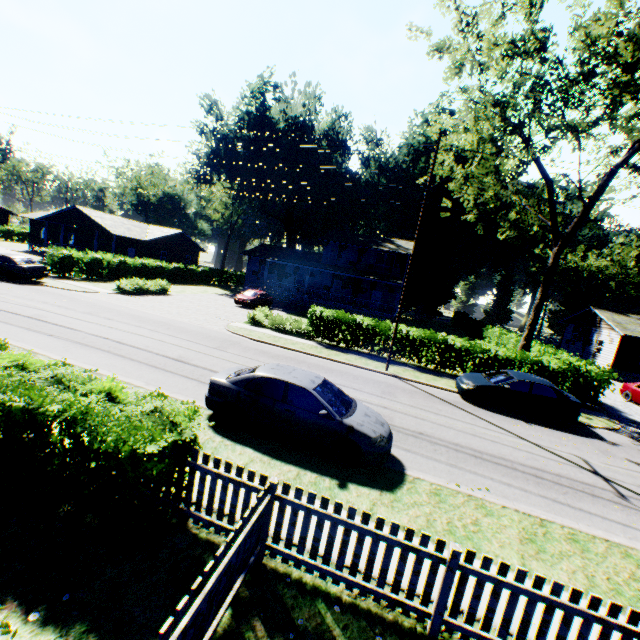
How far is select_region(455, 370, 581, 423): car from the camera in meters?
13.8 m

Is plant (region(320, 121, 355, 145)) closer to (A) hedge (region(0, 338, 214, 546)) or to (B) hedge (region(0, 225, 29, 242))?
(A) hedge (region(0, 338, 214, 546))

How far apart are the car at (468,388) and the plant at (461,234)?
39.9 meters

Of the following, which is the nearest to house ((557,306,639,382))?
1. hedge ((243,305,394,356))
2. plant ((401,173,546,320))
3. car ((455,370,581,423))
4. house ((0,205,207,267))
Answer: hedge ((243,305,394,356))

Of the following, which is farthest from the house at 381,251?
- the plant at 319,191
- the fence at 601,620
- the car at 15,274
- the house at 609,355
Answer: the fence at 601,620

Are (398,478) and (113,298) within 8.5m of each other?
no

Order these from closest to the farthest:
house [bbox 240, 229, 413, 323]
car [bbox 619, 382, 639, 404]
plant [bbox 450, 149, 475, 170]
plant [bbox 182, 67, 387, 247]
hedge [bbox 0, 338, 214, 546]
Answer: hedge [bbox 0, 338, 214, 546] < car [bbox 619, 382, 639, 404] < house [bbox 240, 229, 413, 323] < plant [bbox 182, 67, 387, 247] < plant [bbox 450, 149, 475, 170]

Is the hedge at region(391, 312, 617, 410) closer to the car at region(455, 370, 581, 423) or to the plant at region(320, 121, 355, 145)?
the car at region(455, 370, 581, 423)
